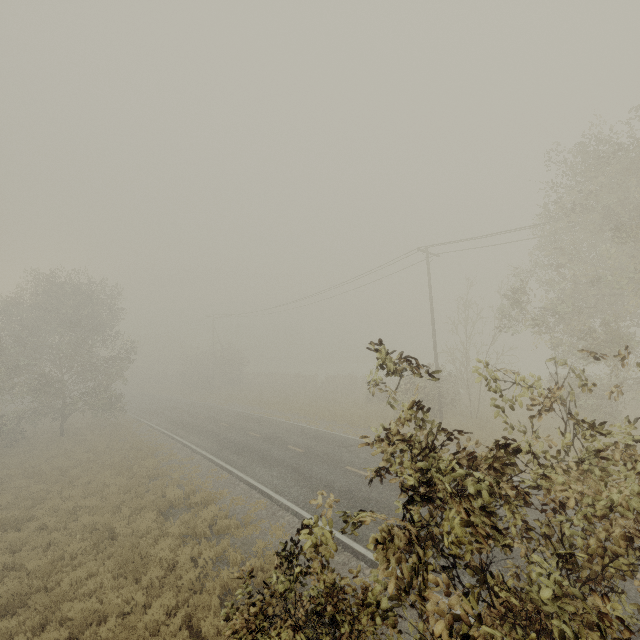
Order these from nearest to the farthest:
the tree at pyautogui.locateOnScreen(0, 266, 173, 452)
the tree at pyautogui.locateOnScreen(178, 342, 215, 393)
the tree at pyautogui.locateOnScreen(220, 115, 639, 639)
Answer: the tree at pyautogui.locateOnScreen(220, 115, 639, 639)
the tree at pyautogui.locateOnScreen(0, 266, 173, 452)
the tree at pyautogui.locateOnScreen(178, 342, 215, 393)

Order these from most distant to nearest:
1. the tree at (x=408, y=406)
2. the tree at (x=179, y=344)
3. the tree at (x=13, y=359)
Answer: the tree at (x=179, y=344) → the tree at (x=13, y=359) → the tree at (x=408, y=406)

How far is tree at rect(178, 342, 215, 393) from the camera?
49.01m

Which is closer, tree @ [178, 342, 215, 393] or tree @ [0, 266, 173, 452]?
tree @ [0, 266, 173, 452]

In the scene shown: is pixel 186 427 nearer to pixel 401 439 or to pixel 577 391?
pixel 401 439

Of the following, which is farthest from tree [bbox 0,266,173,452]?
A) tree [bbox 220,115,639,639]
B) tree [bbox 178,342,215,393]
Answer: tree [bbox 178,342,215,393]

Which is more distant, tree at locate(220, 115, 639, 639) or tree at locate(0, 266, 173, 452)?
tree at locate(0, 266, 173, 452)

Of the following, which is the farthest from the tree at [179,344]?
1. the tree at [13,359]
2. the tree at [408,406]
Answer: the tree at [408,406]
